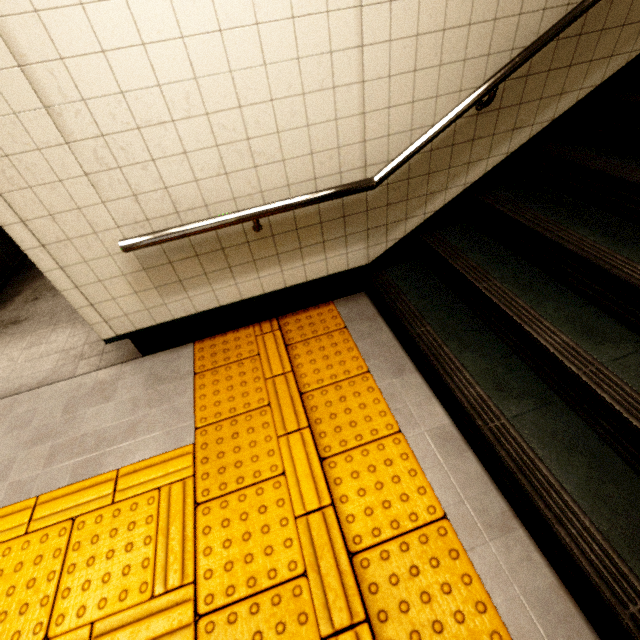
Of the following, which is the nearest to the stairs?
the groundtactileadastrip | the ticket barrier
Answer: the groundtactileadastrip

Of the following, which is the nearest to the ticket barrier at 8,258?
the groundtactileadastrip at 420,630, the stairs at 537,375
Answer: the groundtactileadastrip at 420,630

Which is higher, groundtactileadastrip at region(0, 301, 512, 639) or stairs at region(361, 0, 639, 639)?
stairs at region(361, 0, 639, 639)

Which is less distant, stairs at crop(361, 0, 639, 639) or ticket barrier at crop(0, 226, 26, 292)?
stairs at crop(361, 0, 639, 639)

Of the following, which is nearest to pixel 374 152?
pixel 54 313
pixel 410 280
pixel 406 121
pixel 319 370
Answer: pixel 406 121

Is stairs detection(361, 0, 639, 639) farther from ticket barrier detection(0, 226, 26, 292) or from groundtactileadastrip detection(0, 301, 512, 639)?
ticket barrier detection(0, 226, 26, 292)

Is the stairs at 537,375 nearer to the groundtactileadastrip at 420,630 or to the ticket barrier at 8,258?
the groundtactileadastrip at 420,630
